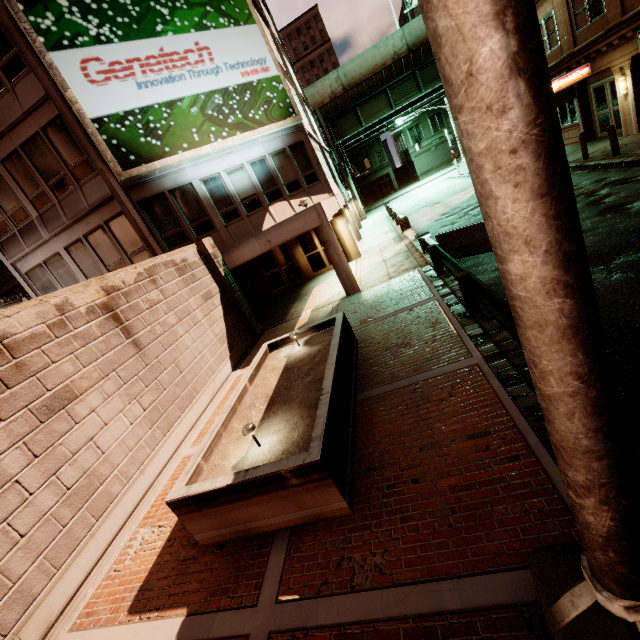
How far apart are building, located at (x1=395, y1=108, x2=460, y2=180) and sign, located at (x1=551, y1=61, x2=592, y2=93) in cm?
3982

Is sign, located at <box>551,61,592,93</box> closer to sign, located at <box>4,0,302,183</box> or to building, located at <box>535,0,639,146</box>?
building, located at <box>535,0,639,146</box>

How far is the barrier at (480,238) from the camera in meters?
10.6 m

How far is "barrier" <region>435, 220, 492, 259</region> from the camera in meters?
10.6

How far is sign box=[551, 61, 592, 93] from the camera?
16.12m

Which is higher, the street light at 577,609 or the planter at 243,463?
the street light at 577,609

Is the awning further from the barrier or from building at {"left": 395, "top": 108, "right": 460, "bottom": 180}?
building at {"left": 395, "top": 108, "right": 460, "bottom": 180}

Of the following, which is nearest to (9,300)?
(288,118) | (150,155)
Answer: (150,155)
